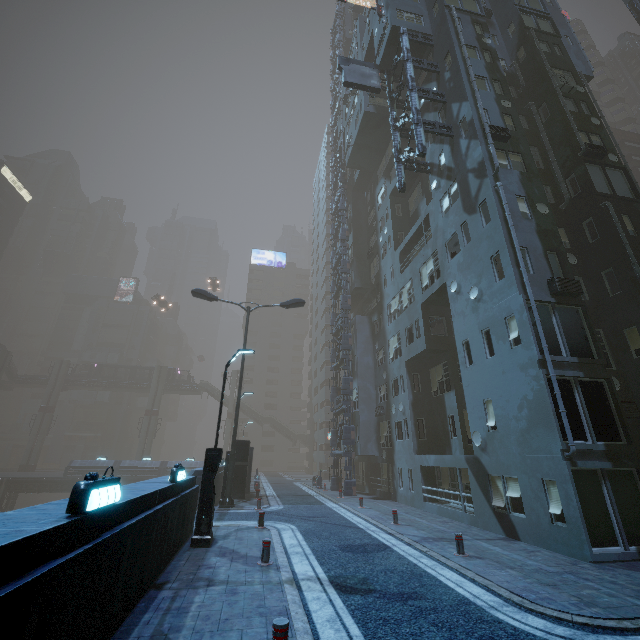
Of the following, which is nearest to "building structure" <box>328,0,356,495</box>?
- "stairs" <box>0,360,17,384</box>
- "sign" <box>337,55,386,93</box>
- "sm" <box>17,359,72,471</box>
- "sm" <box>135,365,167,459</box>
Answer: "sign" <box>337,55,386,93</box>

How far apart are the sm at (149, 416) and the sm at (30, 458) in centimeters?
1289cm

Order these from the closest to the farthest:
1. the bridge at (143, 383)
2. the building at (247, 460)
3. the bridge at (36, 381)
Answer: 1. the building at (247, 460)
2. the bridge at (36, 381)
3. the bridge at (143, 383)

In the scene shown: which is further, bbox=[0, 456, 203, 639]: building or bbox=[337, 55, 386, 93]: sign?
bbox=[337, 55, 386, 93]: sign

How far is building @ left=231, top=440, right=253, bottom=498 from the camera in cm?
2217

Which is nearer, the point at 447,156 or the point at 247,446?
the point at 447,156

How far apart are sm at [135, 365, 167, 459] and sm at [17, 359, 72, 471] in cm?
1289

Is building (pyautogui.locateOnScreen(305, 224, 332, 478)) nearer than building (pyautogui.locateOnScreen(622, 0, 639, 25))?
No
